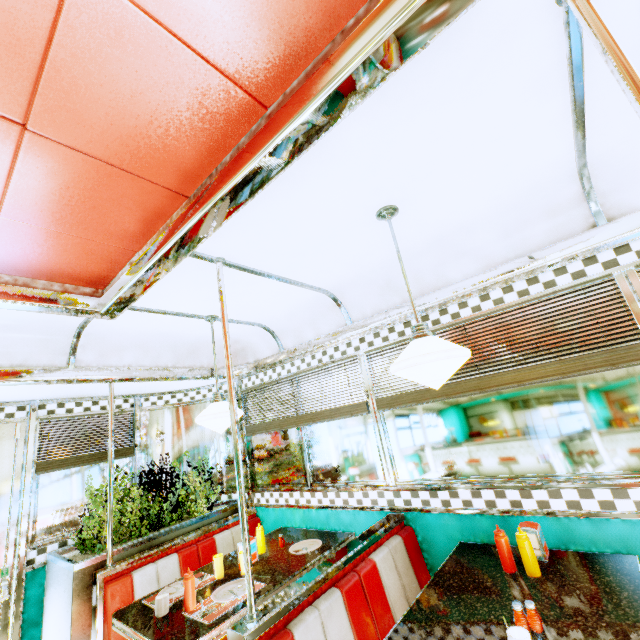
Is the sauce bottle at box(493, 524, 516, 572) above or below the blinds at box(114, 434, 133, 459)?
below

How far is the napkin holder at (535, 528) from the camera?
1.95m

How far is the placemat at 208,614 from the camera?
2.0m

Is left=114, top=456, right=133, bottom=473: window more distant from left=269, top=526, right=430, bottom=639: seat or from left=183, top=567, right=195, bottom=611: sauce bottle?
left=269, top=526, right=430, bottom=639: seat

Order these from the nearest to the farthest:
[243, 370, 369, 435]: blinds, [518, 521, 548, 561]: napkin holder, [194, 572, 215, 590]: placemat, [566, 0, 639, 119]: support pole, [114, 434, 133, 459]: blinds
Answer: [566, 0, 639, 119]: support pole < [518, 521, 548, 561]: napkin holder < [194, 572, 215, 590]: placemat < [243, 370, 369, 435]: blinds < [114, 434, 133, 459]: blinds

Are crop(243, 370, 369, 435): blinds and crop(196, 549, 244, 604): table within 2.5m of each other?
yes

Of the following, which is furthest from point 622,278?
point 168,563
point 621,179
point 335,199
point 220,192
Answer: point 168,563

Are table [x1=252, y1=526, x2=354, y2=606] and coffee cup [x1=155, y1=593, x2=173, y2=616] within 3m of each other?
yes
